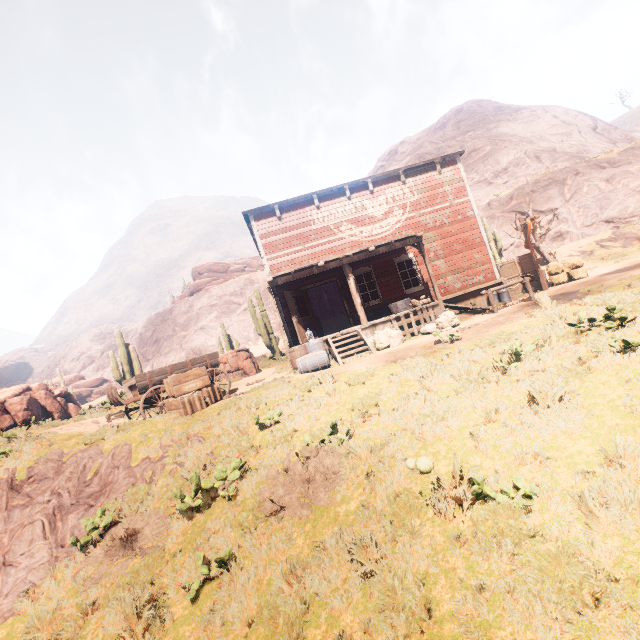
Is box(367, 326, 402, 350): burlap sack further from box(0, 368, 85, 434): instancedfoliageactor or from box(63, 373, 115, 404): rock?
box(63, 373, 115, 404): rock

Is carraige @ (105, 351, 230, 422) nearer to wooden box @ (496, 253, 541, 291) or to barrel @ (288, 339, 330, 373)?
barrel @ (288, 339, 330, 373)

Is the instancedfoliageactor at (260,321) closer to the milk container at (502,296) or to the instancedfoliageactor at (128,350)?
the instancedfoliageactor at (128,350)

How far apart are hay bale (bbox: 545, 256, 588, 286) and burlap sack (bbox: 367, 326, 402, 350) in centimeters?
846cm

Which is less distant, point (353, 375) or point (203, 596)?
point (203, 596)

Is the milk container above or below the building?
below

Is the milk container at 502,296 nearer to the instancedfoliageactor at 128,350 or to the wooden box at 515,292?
the wooden box at 515,292

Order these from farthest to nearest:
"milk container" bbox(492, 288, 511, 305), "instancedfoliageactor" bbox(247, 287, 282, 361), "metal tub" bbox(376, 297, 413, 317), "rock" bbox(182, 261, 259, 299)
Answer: "rock" bbox(182, 261, 259, 299) → "instancedfoliageactor" bbox(247, 287, 282, 361) → "milk container" bbox(492, 288, 511, 305) → "metal tub" bbox(376, 297, 413, 317)
